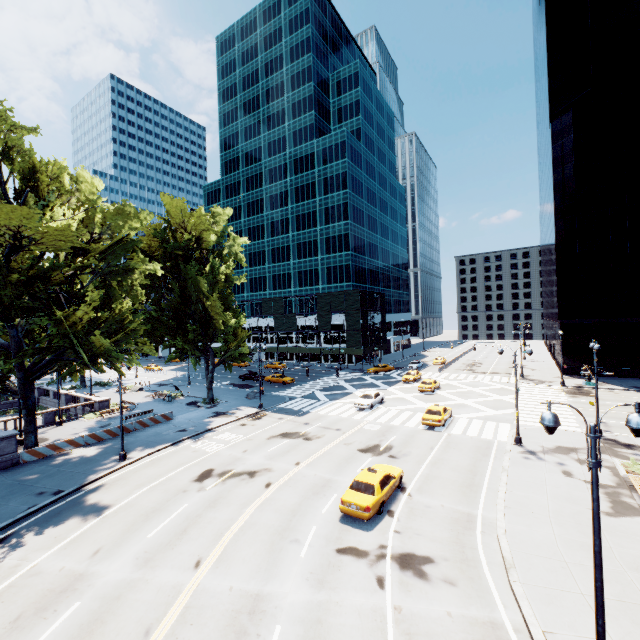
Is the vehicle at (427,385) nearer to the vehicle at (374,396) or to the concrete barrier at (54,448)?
the vehicle at (374,396)

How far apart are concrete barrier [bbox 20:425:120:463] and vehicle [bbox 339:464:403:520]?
23.1 meters

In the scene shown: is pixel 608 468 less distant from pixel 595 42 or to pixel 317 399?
pixel 317 399

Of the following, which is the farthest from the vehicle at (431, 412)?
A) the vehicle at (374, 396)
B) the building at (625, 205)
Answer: the building at (625, 205)

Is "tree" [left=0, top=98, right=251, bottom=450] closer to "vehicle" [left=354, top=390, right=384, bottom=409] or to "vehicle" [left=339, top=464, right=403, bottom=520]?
"vehicle" [left=354, top=390, right=384, bottom=409]

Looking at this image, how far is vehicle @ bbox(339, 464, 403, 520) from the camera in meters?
15.5 m

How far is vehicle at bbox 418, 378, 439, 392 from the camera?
41.00m

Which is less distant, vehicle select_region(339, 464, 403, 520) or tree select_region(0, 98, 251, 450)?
vehicle select_region(339, 464, 403, 520)
